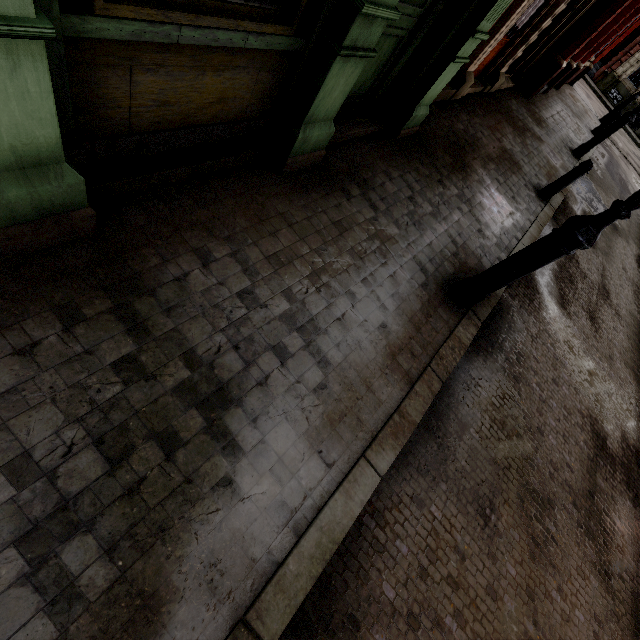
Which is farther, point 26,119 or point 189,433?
point 189,433

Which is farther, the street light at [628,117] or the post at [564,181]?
the street light at [628,117]

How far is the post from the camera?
6.4 meters

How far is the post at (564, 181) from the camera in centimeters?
638cm

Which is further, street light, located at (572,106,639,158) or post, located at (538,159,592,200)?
street light, located at (572,106,639,158)

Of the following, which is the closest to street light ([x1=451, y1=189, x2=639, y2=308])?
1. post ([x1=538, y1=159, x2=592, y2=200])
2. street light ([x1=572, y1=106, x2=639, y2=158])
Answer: post ([x1=538, y1=159, x2=592, y2=200])

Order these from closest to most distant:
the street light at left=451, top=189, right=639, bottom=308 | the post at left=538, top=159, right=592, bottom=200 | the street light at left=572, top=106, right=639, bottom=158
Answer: the street light at left=451, top=189, right=639, bottom=308 < the post at left=538, top=159, right=592, bottom=200 < the street light at left=572, top=106, right=639, bottom=158

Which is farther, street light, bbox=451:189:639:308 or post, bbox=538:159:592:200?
post, bbox=538:159:592:200
